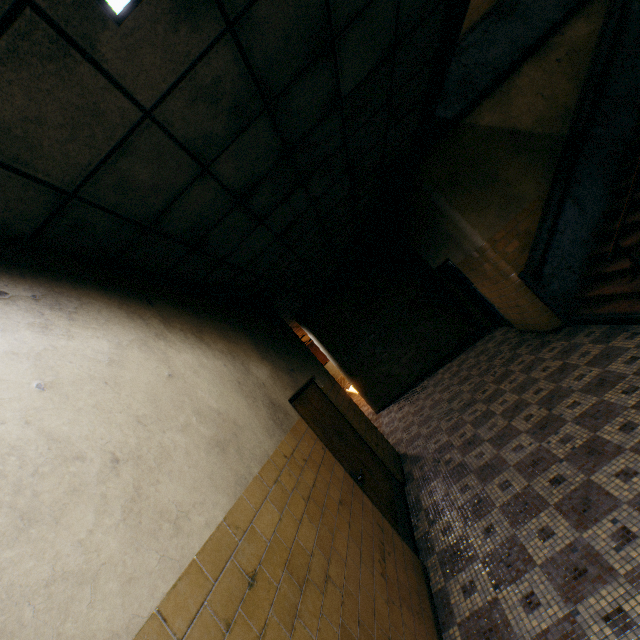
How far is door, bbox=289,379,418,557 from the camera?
3.68m

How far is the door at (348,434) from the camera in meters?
3.7 m

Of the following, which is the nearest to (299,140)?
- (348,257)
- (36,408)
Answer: (36,408)

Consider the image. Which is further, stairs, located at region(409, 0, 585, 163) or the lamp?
stairs, located at region(409, 0, 585, 163)

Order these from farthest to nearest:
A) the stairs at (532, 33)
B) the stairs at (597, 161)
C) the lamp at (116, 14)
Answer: the stairs at (597, 161), the stairs at (532, 33), the lamp at (116, 14)

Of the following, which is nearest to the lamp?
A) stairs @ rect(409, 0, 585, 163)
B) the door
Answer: stairs @ rect(409, 0, 585, 163)

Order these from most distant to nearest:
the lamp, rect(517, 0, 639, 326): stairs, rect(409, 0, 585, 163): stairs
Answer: rect(517, 0, 639, 326): stairs, rect(409, 0, 585, 163): stairs, the lamp
